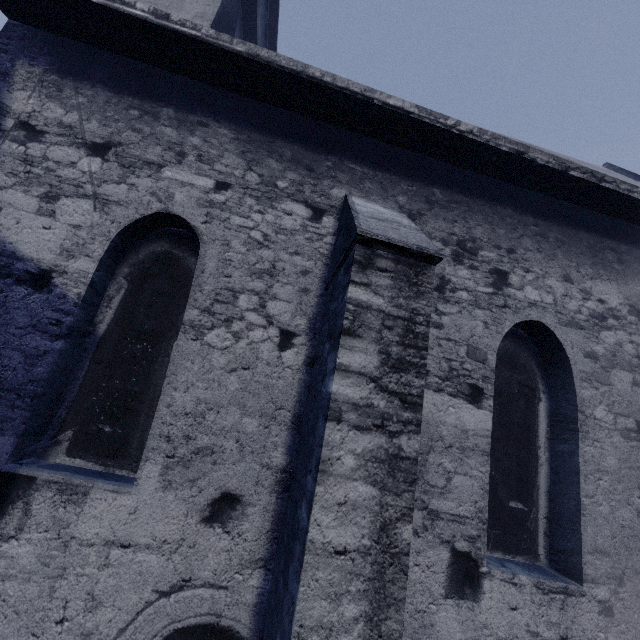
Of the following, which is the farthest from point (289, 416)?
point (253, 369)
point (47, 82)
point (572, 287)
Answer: point (47, 82)
